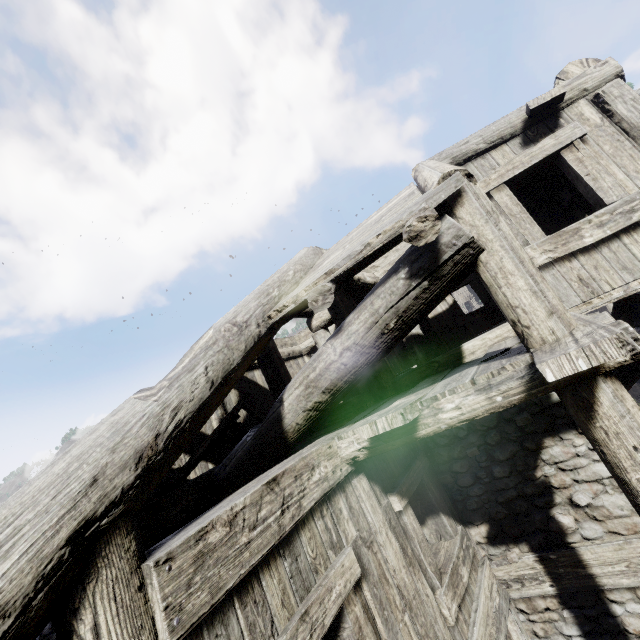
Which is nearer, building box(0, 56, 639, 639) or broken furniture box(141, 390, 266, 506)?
building box(0, 56, 639, 639)

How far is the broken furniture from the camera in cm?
464

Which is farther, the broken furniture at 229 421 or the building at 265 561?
the broken furniture at 229 421

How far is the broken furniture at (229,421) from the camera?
4.6 meters

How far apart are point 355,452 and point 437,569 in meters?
1.9
